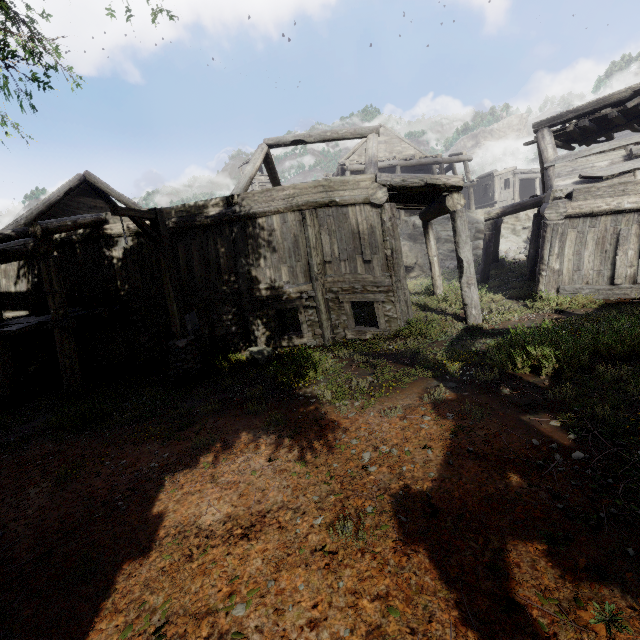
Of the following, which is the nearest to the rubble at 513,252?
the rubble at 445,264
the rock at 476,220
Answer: the rubble at 445,264

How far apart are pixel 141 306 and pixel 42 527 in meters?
8.0

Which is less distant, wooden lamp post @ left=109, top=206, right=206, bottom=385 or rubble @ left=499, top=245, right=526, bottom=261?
wooden lamp post @ left=109, top=206, right=206, bottom=385

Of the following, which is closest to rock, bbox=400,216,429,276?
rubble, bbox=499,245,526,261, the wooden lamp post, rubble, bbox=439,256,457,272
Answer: rubble, bbox=439,256,457,272

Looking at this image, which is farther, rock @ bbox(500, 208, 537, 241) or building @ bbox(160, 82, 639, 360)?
rock @ bbox(500, 208, 537, 241)

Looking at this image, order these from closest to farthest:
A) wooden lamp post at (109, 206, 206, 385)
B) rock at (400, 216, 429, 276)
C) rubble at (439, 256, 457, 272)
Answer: wooden lamp post at (109, 206, 206, 385) < rubble at (439, 256, 457, 272) < rock at (400, 216, 429, 276)

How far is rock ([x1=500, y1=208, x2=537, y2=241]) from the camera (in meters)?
27.05

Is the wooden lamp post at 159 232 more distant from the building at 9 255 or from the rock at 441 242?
the rock at 441 242
